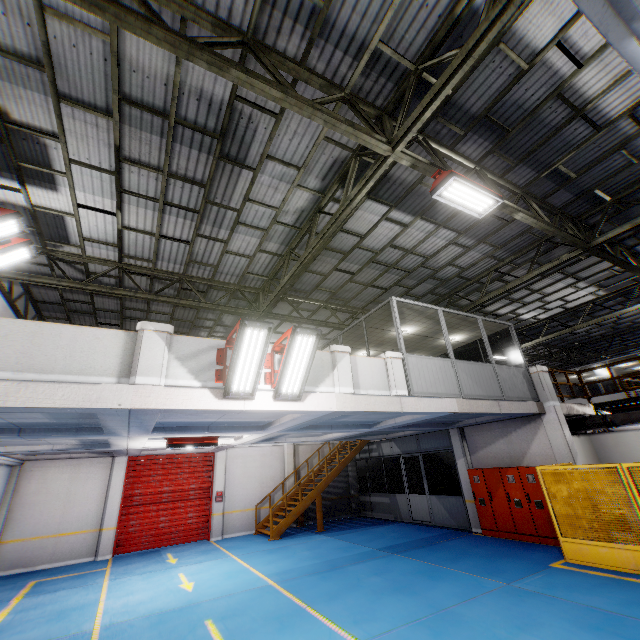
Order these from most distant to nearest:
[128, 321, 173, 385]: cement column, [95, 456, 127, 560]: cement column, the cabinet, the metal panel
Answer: [95, 456, 127, 560]: cement column
the cabinet
the metal panel
[128, 321, 173, 385]: cement column

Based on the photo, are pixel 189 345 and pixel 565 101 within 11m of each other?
yes

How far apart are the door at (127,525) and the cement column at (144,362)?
11.41m

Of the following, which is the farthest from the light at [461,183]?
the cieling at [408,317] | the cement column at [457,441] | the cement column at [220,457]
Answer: the cement column at [220,457]

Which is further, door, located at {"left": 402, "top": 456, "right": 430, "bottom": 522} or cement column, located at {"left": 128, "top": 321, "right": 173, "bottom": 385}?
door, located at {"left": 402, "top": 456, "right": 430, "bottom": 522}

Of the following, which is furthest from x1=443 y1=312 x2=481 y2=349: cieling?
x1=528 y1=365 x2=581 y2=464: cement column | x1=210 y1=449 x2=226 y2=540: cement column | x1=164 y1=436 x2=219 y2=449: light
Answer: x1=210 y1=449 x2=226 y2=540: cement column

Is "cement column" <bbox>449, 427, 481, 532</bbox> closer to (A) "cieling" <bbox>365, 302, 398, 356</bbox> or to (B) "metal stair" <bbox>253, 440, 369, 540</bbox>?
(A) "cieling" <bbox>365, 302, 398, 356</bbox>

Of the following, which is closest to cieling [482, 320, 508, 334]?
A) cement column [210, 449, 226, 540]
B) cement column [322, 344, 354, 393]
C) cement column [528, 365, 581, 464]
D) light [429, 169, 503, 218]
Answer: cement column [528, 365, 581, 464]
